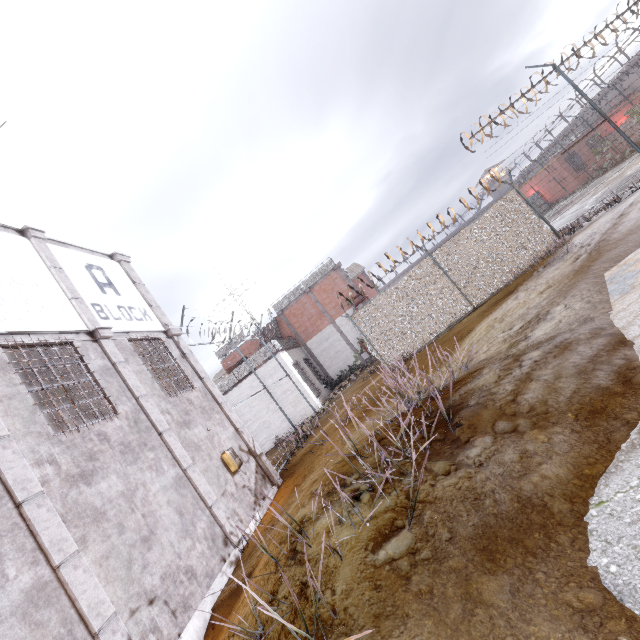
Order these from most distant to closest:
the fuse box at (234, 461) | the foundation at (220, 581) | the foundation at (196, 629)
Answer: the fuse box at (234, 461), the foundation at (220, 581), the foundation at (196, 629)

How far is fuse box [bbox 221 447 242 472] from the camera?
8.6 meters

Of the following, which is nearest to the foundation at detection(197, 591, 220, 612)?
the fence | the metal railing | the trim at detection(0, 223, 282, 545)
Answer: the trim at detection(0, 223, 282, 545)

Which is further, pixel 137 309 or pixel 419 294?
pixel 419 294

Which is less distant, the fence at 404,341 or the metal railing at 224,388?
the fence at 404,341

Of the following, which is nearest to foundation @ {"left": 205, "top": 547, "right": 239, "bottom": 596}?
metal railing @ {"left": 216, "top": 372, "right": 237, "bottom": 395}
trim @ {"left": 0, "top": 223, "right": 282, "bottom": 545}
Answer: trim @ {"left": 0, "top": 223, "right": 282, "bottom": 545}

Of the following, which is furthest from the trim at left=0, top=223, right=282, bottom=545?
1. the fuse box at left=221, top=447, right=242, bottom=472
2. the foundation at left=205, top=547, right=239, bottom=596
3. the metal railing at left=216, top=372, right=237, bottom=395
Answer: the metal railing at left=216, top=372, right=237, bottom=395

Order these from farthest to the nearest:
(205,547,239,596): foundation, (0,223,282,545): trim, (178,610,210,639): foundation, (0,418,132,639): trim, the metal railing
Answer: the metal railing
(0,223,282,545): trim
(205,547,239,596): foundation
(178,610,210,639): foundation
(0,418,132,639): trim
